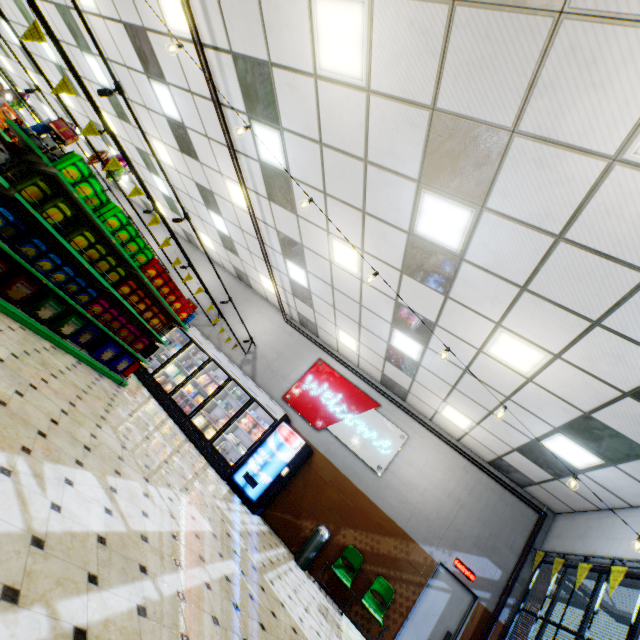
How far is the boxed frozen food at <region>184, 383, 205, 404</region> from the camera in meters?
9.6 m

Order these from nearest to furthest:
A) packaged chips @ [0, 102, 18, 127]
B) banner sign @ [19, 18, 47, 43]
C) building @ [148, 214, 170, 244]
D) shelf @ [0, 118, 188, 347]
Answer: banner sign @ [19, 18, 47, 43], shelf @ [0, 118, 188, 347], packaged chips @ [0, 102, 18, 127], building @ [148, 214, 170, 244]

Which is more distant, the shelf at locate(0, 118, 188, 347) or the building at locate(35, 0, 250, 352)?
the building at locate(35, 0, 250, 352)

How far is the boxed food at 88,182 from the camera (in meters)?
4.79

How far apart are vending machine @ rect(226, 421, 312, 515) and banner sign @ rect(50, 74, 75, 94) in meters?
7.2

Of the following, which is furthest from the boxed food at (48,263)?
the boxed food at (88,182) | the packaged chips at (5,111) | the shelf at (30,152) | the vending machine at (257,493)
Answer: the vending machine at (257,493)

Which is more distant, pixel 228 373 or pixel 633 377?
pixel 228 373

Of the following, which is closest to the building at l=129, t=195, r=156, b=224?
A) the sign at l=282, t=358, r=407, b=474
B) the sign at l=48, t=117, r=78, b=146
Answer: the sign at l=282, t=358, r=407, b=474
